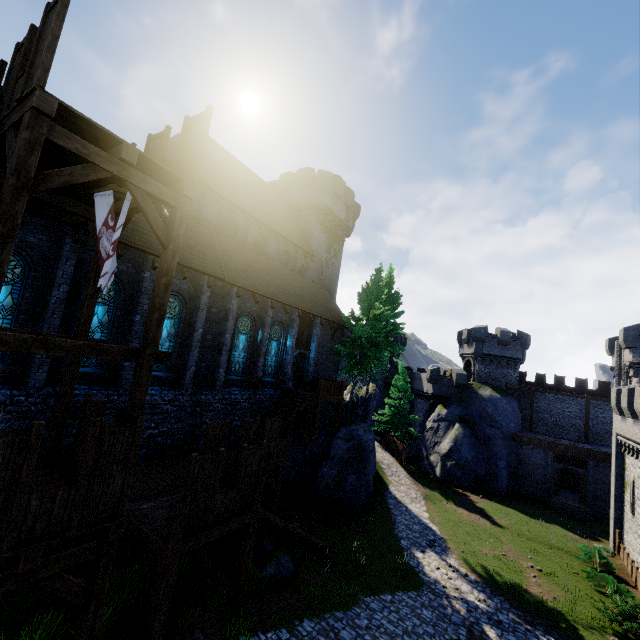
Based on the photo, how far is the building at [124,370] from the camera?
13.4 meters

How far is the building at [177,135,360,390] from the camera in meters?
17.1

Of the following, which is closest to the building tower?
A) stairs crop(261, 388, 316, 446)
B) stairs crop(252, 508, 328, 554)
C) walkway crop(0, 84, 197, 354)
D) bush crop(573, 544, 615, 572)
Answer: bush crop(573, 544, 615, 572)

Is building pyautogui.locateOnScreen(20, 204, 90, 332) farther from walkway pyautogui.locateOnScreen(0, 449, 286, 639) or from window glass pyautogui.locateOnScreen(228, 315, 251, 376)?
walkway pyautogui.locateOnScreen(0, 449, 286, 639)

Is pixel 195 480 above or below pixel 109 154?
below

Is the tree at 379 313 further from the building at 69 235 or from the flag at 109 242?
the flag at 109 242

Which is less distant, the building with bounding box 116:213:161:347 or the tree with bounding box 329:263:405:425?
the building with bounding box 116:213:161:347

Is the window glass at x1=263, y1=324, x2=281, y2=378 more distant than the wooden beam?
Yes
